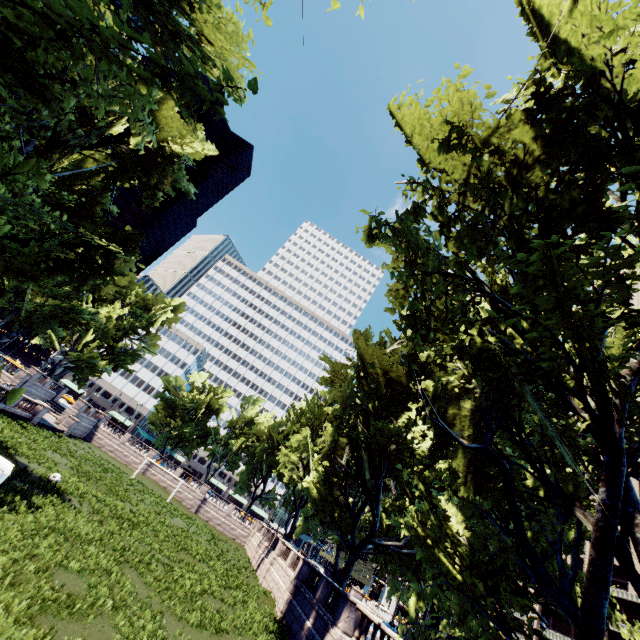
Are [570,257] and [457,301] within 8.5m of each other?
yes

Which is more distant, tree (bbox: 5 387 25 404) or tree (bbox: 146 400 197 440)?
tree (bbox: 146 400 197 440)

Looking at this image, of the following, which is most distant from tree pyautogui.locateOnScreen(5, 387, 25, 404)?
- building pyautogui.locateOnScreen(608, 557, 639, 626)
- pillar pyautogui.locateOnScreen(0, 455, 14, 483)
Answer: building pyautogui.locateOnScreen(608, 557, 639, 626)

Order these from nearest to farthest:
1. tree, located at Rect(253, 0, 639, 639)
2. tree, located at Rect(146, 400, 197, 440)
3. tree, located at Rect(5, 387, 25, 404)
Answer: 1. tree, located at Rect(5, 387, 25, 404)
2. tree, located at Rect(253, 0, 639, 639)
3. tree, located at Rect(146, 400, 197, 440)

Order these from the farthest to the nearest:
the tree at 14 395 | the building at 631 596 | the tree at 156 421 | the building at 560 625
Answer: the tree at 156 421
the building at 560 625
the building at 631 596
the tree at 14 395

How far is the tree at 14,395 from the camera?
3.08m
